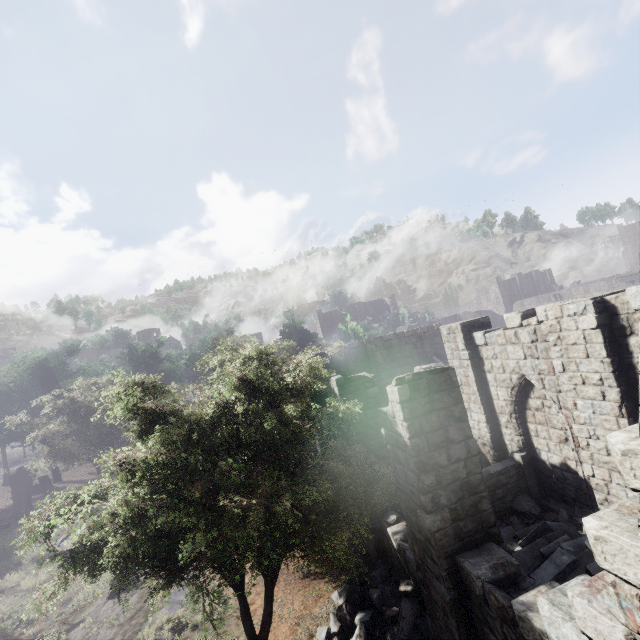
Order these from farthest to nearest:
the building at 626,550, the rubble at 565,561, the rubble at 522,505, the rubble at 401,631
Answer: the rubble at 522,505 < the rubble at 401,631 < the rubble at 565,561 < the building at 626,550

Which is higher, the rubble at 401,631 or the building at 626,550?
the building at 626,550

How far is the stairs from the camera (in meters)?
9.85

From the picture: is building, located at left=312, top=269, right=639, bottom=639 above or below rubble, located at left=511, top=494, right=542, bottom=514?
above

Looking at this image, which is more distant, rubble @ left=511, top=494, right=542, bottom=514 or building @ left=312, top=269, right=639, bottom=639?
rubble @ left=511, top=494, right=542, bottom=514

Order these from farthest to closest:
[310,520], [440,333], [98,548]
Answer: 1. [440,333]
2. [310,520]
3. [98,548]

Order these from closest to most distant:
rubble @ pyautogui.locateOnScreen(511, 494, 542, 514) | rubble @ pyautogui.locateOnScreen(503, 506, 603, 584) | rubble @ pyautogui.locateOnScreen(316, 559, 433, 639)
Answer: rubble @ pyautogui.locateOnScreen(503, 506, 603, 584), rubble @ pyautogui.locateOnScreen(316, 559, 433, 639), rubble @ pyautogui.locateOnScreen(511, 494, 542, 514)
